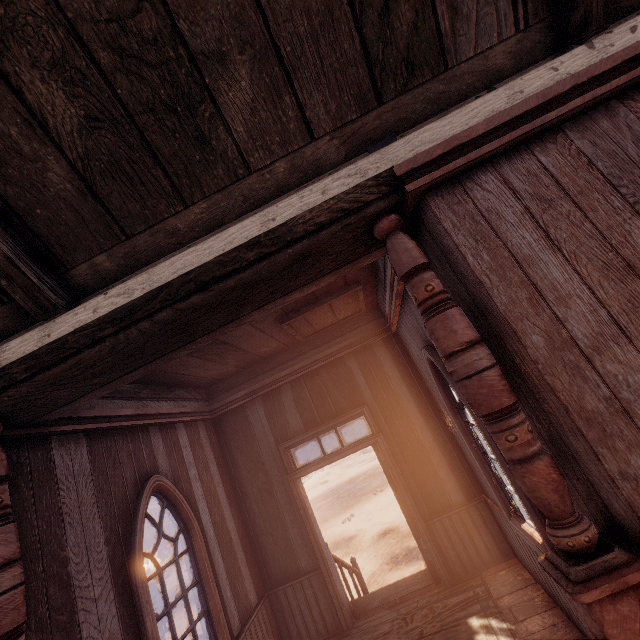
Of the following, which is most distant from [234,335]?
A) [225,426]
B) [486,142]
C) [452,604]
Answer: [452,604]

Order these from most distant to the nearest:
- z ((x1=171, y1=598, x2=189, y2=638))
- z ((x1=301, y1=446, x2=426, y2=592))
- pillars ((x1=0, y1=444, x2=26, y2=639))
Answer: z ((x1=171, y1=598, x2=189, y2=638)) < z ((x1=301, y1=446, x2=426, y2=592)) < pillars ((x1=0, y1=444, x2=26, y2=639))

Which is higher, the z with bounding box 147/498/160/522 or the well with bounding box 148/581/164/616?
the z with bounding box 147/498/160/522

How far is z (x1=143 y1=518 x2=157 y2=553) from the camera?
23.33m

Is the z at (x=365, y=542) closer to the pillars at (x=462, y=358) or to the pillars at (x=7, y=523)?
the pillars at (x=462, y=358)

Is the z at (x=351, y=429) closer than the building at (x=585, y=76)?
No
